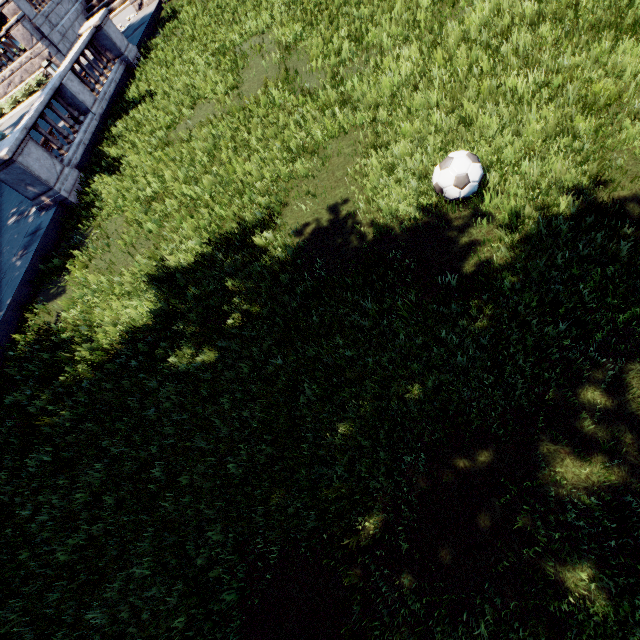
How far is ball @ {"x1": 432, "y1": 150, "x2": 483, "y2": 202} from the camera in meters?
4.5 m

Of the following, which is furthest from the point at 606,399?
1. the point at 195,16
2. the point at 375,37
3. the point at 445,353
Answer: the point at 195,16

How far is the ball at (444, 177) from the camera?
4.46m
